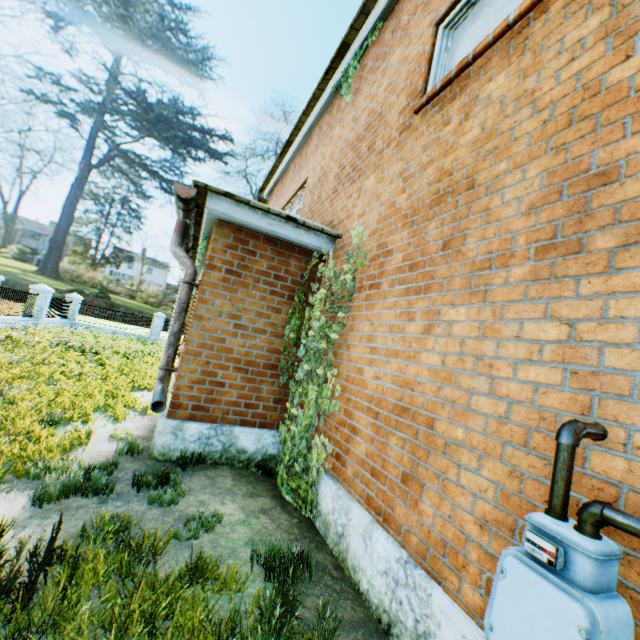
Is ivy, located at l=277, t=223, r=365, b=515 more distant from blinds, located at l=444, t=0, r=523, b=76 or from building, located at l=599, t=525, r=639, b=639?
blinds, located at l=444, t=0, r=523, b=76

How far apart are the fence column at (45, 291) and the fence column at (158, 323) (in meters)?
6.82

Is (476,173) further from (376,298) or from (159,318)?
(159,318)

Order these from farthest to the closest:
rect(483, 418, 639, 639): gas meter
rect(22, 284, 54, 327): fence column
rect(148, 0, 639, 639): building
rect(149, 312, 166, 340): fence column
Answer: rect(149, 312, 166, 340): fence column
rect(22, 284, 54, 327): fence column
rect(148, 0, 639, 639): building
rect(483, 418, 639, 639): gas meter

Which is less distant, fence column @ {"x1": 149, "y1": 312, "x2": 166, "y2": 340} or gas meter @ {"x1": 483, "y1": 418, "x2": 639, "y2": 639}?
gas meter @ {"x1": 483, "y1": 418, "x2": 639, "y2": 639}

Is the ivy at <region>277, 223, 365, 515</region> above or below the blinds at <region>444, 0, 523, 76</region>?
below

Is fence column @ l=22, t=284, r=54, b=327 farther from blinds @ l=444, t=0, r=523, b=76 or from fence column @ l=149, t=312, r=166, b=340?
blinds @ l=444, t=0, r=523, b=76

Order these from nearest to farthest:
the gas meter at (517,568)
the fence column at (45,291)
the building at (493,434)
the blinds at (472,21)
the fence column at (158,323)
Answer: the gas meter at (517,568)
the building at (493,434)
the blinds at (472,21)
the fence column at (45,291)
the fence column at (158,323)
